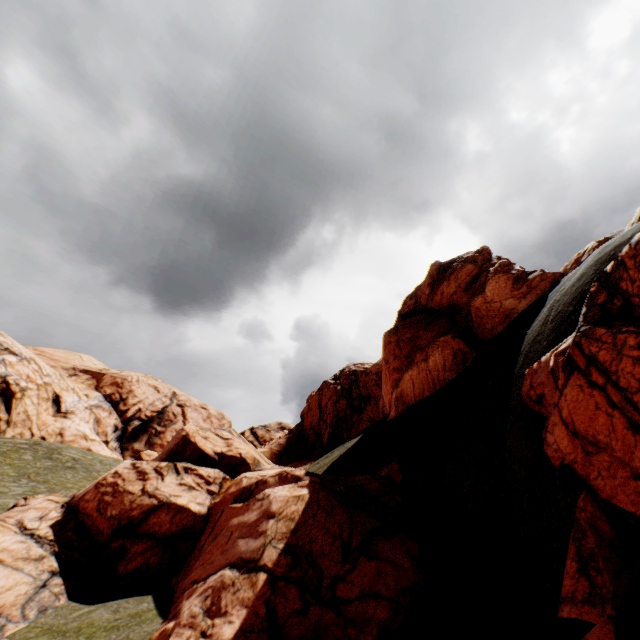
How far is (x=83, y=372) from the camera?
53.8 meters

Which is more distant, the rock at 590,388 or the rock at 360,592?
the rock at 360,592

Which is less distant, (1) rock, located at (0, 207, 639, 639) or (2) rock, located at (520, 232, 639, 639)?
(2) rock, located at (520, 232, 639, 639)
